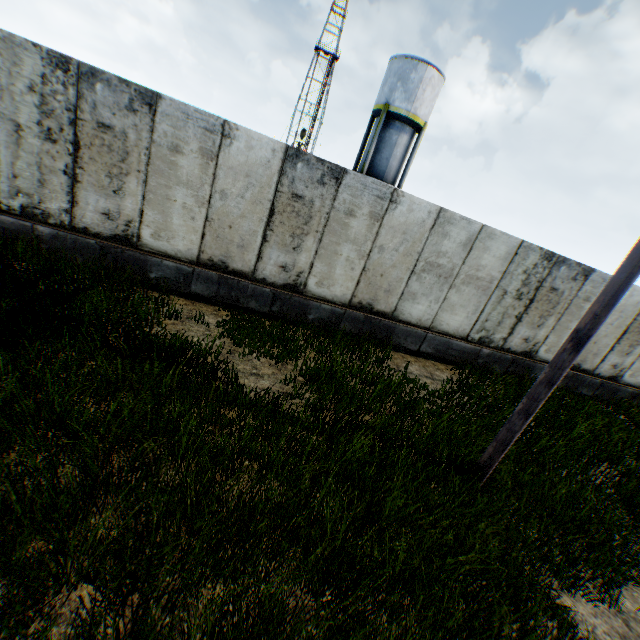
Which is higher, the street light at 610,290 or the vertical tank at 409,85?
the vertical tank at 409,85

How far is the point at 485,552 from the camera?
3.45m

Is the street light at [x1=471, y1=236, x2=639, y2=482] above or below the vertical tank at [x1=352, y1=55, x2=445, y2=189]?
below

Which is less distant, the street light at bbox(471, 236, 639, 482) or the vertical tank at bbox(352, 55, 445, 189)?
the street light at bbox(471, 236, 639, 482)

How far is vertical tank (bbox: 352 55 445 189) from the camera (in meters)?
21.16

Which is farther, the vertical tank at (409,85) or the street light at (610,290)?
the vertical tank at (409,85)
